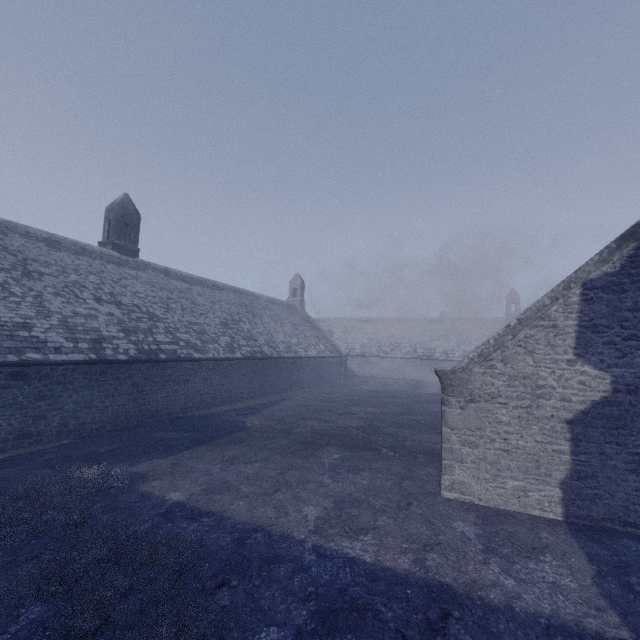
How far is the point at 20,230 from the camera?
15.4m
